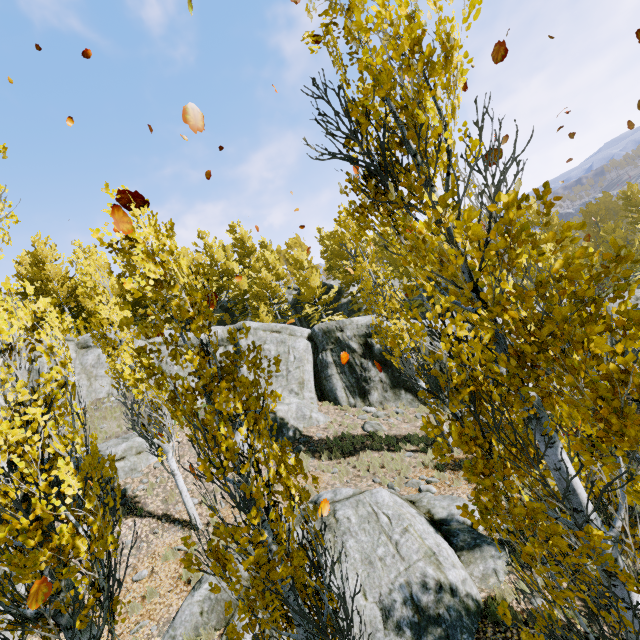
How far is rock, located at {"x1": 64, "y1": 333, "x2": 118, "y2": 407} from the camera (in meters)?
17.70

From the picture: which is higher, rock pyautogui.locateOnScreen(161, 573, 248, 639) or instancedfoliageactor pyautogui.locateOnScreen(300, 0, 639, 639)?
instancedfoliageactor pyautogui.locateOnScreen(300, 0, 639, 639)

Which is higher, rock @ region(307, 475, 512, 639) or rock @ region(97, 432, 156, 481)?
rock @ region(97, 432, 156, 481)

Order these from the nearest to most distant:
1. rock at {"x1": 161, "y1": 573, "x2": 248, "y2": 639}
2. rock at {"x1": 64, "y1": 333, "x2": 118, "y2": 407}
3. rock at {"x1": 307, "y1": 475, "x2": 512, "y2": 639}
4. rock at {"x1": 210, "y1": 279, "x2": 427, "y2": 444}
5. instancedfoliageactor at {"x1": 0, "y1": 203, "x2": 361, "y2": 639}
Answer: instancedfoliageactor at {"x1": 0, "y1": 203, "x2": 361, "y2": 639}, rock at {"x1": 307, "y1": 475, "x2": 512, "y2": 639}, rock at {"x1": 161, "y1": 573, "x2": 248, "y2": 639}, rock at {"x1": 210, "y1": 279, "x2": 427, "y2": 444}, rock at {"x1": 64, "y1": 333, "x2": 118, "y2": 407}

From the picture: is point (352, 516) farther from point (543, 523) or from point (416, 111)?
point (416, 111)

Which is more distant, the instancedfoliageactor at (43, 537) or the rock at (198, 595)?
the rock at (198, 595)

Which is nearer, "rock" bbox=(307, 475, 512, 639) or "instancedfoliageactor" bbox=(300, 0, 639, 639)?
"instancedfoliageactor" bbox=(300, 0, 639, 639)

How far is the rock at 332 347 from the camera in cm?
1714
